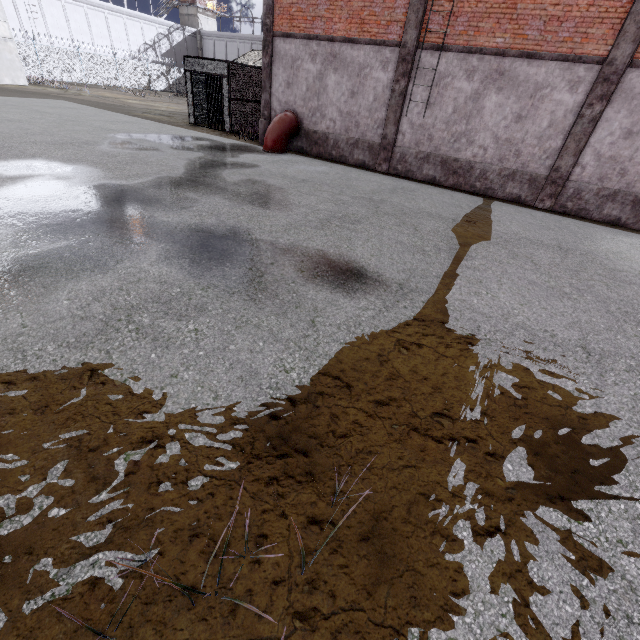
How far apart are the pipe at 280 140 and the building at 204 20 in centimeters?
5460cm

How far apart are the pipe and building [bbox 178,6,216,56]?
54.6m

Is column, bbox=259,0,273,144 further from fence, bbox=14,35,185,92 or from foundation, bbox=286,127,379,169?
fence, bbox=14,35,185,92

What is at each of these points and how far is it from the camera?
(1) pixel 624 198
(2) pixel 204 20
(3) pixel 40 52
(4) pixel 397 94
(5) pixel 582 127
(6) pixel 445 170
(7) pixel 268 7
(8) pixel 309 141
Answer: (1) foundation, 10.01m
(2) building, 51.12m
(3) fence, 30.66m
(4) column, 11.65m
(5) column, 9.72m
(6) foundation, 12.03m
(7) column, 12.43m
(8) foundation, 14.06m

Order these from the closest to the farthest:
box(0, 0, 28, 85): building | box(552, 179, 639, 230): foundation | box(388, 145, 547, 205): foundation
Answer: box(552, 179, 639, 230): foundation, box(388, 145, 547, 205): foundation, box(0, 0, 28, 85): building

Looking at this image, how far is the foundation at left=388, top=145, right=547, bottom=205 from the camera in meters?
11.1 m

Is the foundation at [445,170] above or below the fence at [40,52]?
below

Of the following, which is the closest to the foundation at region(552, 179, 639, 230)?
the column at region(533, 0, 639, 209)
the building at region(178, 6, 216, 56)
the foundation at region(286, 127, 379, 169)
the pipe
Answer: the column at region(533, 0, 639, 209)
